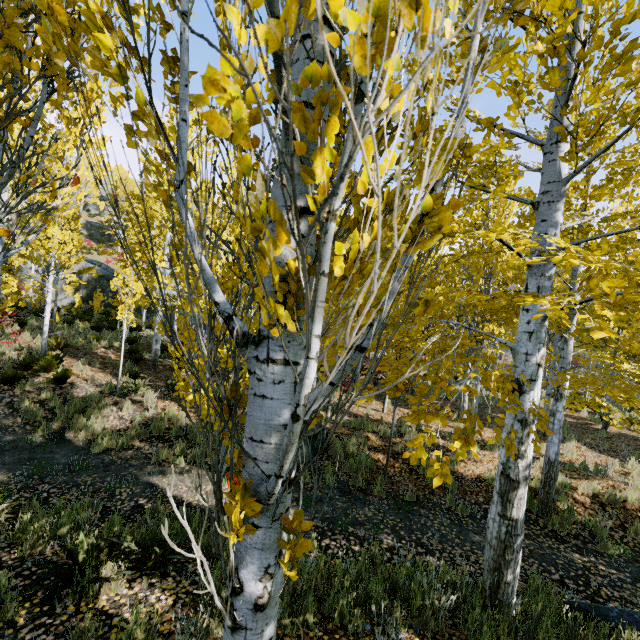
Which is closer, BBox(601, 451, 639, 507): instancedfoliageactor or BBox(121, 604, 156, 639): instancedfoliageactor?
BBox(121, 604, 156, 639): instancedfoliageactor

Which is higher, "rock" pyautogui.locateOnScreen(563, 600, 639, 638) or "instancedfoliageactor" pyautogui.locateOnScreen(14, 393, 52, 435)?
"rock" pyautogui.locateOnScreen(563, 600, 639, 638)

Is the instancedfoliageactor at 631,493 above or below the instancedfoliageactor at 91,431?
above

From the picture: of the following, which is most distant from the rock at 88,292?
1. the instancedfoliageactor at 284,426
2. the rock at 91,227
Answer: the rock at 91,227

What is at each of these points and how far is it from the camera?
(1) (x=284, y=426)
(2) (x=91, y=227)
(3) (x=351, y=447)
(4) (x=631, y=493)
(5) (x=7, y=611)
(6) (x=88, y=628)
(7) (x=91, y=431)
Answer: (1) instancedfoliageactor, 1.3 meters
(2) rock, 41.9 meters
(3) instancedfoliageactor, 8.7 meters
(4) instancedfoliageactor, 7.4 meters
(5) instancedfoliageactor, 3.3 meters
(6) instancedfoliageactor, 3.1 meters
(7) instancedfoliageactor, 8.5 meters

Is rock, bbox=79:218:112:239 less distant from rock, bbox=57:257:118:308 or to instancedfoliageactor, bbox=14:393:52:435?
instancedfoliageactor, bbox=14:393:52:435

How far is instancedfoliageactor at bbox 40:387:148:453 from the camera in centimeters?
818cm

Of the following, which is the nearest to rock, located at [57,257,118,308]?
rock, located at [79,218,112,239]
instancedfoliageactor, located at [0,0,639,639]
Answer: instancedfoliageactor, located at [0,0,639,639]
